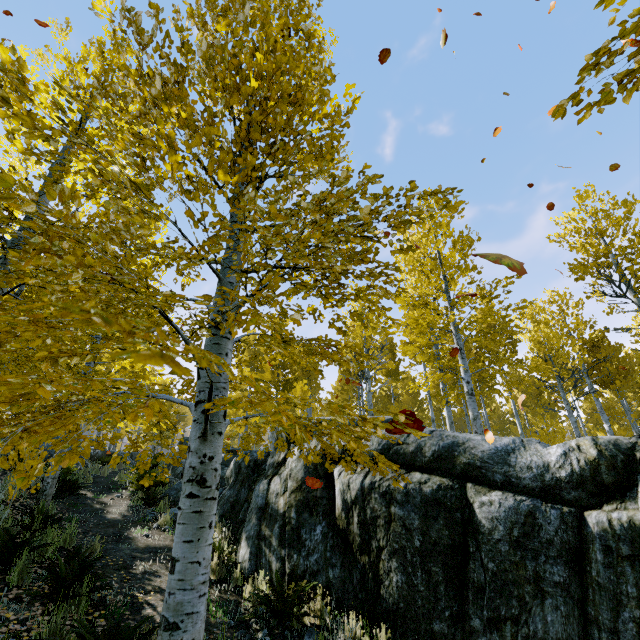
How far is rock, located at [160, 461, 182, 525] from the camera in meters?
8.3 m

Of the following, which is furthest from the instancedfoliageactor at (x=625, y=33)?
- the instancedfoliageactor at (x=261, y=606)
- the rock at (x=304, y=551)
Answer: the instancedfoliageactor at (x=261, y=606)

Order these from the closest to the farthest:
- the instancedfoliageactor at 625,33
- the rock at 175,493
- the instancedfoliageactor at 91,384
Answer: the instancedfoliageactor at 91,384, the instancedfoliageactor at 625,33, the rock at 175,493

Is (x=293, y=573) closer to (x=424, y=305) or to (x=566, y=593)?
(x=566, y=593)

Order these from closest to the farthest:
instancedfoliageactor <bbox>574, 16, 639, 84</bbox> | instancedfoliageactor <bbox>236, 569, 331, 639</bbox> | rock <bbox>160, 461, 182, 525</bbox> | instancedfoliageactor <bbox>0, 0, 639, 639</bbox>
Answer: instancedfoliageactor <bbox>0, 0, 639, 639</bbox> < instancedfoliageactor <bbox>574, 16, 639, 84</bbox> < instancedfoliageactor <bbox>236, 569, 331, 639</bbox> < rock <bbox>160, 461, 182, 525</bbox>

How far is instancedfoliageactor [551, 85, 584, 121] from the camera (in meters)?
2.48

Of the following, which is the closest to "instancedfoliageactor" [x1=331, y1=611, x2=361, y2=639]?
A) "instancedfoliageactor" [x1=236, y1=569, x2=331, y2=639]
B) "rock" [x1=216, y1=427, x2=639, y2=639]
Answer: "rock" [x1=216, y1=427, x2=639, y2=639]
